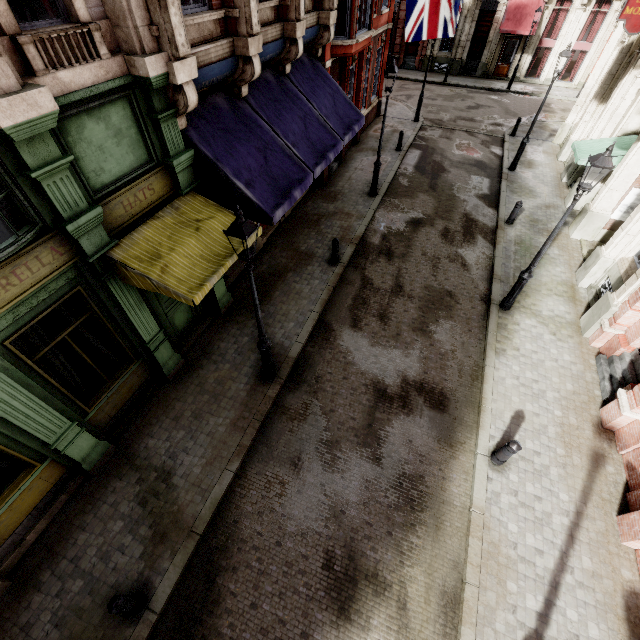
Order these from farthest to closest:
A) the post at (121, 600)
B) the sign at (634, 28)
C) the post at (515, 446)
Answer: the sign at (634, 28) < the post at (515, 446) < the post at (121, 600)

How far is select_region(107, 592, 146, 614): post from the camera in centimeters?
Result: 496cm

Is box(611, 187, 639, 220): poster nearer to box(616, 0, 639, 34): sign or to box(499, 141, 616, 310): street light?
box(616, 0, 639, 34): sign

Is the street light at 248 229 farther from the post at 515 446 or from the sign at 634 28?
the sign at 634 28

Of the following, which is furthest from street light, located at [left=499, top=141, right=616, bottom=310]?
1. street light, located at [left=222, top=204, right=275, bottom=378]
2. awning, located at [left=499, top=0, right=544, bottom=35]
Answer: awning, located at [left=499, top=0, right=544, bottom=35]

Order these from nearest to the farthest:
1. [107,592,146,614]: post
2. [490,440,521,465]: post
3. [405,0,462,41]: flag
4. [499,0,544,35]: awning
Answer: [107,592,146,614]: post
[490,440,521,465]: post
[405,0,462,41]: flag
[499,0,544,35]: awning

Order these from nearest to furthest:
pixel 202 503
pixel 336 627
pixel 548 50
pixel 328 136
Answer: pixel 336 627 < pixel 202 503 < pixel 328 136 < pixel 548 50

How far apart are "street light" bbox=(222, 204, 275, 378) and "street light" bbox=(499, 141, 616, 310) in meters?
7.1 m
